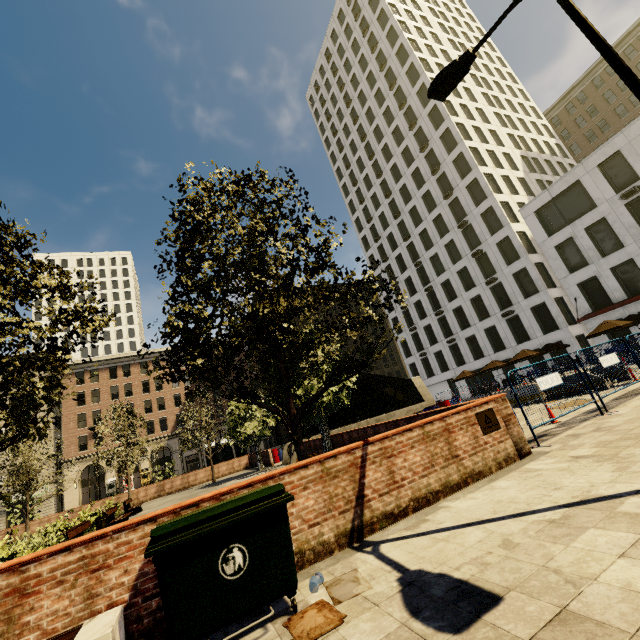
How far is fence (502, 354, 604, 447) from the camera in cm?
696

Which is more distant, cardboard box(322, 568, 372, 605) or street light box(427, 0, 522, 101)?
street light box(427, 0, 522, 101)

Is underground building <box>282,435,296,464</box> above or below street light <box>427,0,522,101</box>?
below

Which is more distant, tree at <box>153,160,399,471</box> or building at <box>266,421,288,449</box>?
building at <box>266,421,288,449</box>

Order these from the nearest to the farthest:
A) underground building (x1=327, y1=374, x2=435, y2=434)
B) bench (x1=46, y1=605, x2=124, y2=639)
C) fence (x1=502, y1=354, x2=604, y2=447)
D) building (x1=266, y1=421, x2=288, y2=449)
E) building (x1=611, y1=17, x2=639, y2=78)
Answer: bench (x1=46, y1=605, x2=124, y2=639) → fence (x1=502, y1=354, x2=604, y2=447) → underground building (x1=327, y1=374, x2=435, y2=434) → building (x1=611, y1=17, x2=639, y2=78) → building (x1=266, y1=421, x2=288, y2=449)

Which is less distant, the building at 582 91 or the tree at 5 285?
the tree at 5 285

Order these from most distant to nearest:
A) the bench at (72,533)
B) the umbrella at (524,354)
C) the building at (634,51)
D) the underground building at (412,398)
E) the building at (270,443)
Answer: the building at (270,443)
the building at (634,51)
the umbrella at (524,354)
the underground building at (412,398)
the bench at (72,533)

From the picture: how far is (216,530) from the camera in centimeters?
315cm
